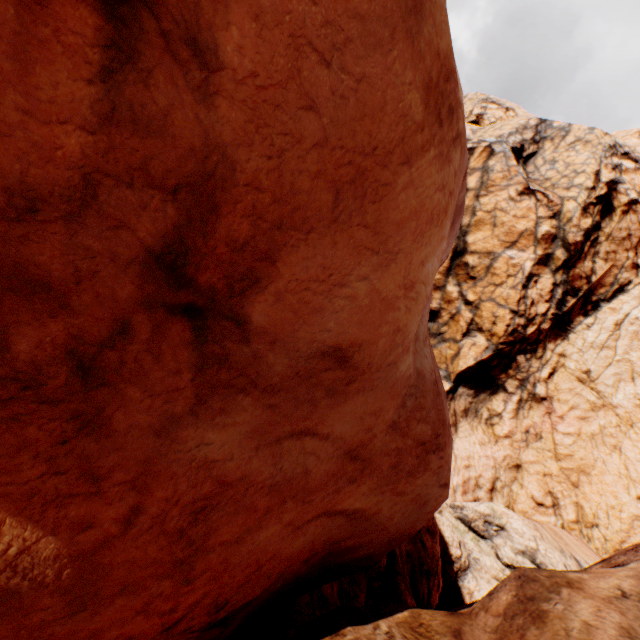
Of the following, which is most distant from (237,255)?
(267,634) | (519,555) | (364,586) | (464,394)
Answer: (464,394)
